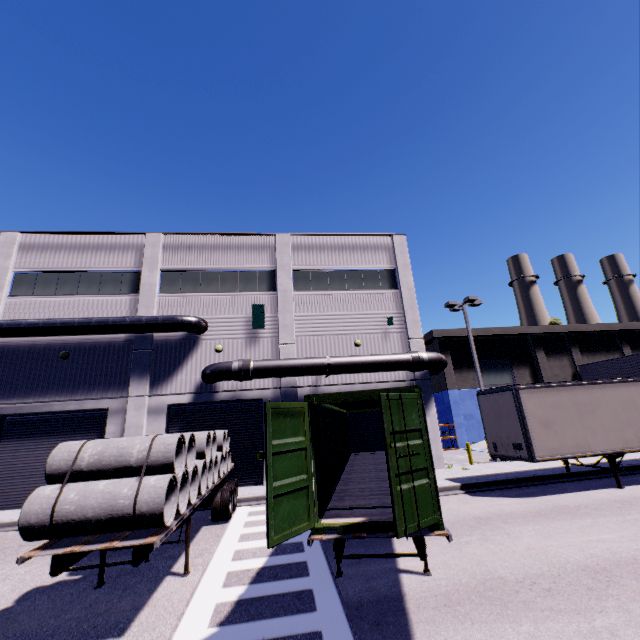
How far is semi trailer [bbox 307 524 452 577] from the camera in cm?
476

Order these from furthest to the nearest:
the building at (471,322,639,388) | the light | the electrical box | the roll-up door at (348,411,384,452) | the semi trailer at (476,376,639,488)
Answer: the building at (471,322,639,388)
the light
the electrical box
the roll-up door at (348,411,384,452)
the semi trailer at (476,376,639,488)

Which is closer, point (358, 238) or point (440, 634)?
point (440, 634)

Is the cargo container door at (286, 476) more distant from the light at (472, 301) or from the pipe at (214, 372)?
the light at (472, 301)

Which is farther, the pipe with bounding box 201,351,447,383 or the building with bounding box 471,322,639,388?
the building with bounding box 471,322,639,388

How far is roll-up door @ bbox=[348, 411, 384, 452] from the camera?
18.1m

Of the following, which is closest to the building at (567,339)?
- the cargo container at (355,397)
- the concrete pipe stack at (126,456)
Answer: the cargo container at (355,397)

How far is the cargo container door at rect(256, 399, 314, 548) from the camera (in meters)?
4.51
